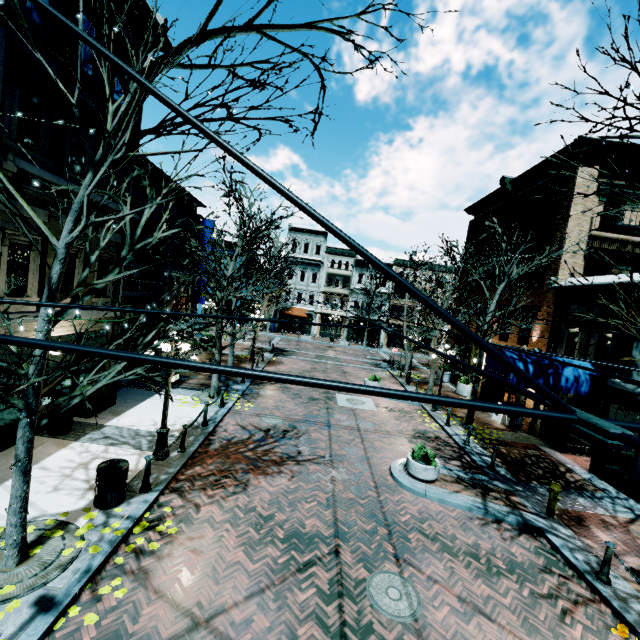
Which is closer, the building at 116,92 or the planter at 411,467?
the planter at 411,467

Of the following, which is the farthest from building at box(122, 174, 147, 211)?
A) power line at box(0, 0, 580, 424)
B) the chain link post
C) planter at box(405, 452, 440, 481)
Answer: planter at box(405, 452, 440, 481)

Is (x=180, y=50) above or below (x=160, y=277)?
above

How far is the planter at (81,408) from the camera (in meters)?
10.90

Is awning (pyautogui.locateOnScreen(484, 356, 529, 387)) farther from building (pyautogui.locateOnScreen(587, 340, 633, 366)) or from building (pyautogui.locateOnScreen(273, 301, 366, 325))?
building (pyautogui.locateOnScreen(273, 301, 366, 325))

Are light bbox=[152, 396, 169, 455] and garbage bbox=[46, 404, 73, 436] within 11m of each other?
yes

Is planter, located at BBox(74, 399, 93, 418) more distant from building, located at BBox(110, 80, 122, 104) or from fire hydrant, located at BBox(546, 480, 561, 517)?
fire hydrant, located at BBox(546, 480, 561, 517)

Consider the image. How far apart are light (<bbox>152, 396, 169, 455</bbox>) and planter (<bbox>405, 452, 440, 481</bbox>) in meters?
7.3
